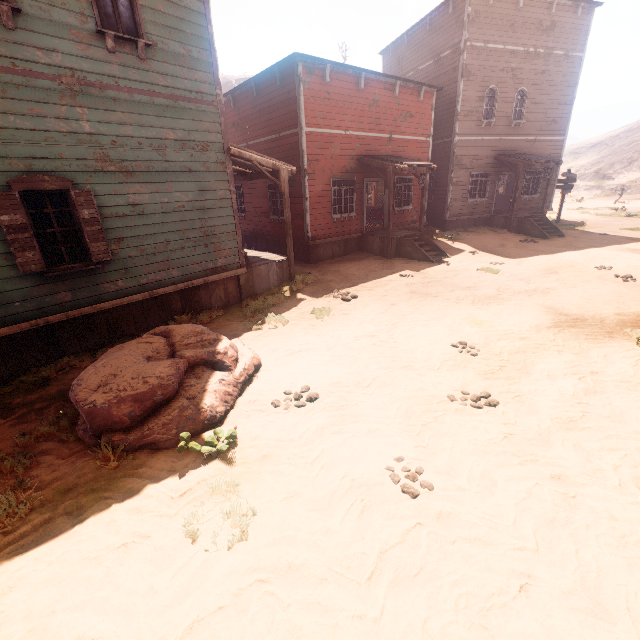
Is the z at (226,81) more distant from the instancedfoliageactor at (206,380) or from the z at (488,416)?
the instancedfoliageactor at (206,380)

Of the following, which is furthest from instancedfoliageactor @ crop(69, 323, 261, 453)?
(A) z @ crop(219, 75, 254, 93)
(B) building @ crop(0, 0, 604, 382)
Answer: (A) z @ crop(219, 75, 254, 93)

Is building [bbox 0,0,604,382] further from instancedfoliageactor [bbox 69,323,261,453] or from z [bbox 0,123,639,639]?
instancedfoliageactor [bbox 69,323,261,453]

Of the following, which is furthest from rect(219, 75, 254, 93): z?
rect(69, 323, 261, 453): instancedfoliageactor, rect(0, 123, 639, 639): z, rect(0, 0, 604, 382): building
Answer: rect(69, 323, 261, 453): instancedfoliageactor

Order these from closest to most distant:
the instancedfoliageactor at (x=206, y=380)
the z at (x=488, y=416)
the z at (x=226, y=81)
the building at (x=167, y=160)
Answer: the z at (x=488, y=416)
the instancedfoliageactor at (x=206, y=380)
the building at (x=167, y=160)
the z at (x=226, y=81)

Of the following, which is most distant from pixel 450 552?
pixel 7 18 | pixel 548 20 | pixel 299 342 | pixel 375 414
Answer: pixel 548 20

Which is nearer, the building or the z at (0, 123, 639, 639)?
the z at (0, 123, 639, 639)

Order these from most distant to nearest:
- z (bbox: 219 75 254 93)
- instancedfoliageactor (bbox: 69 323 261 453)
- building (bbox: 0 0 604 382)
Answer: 1. z (bbox: 219 75 254 93)
2. building (bbox: 0 0 604 382)
3. instancedfoliageactor (bbox: 69 323 261 453)
